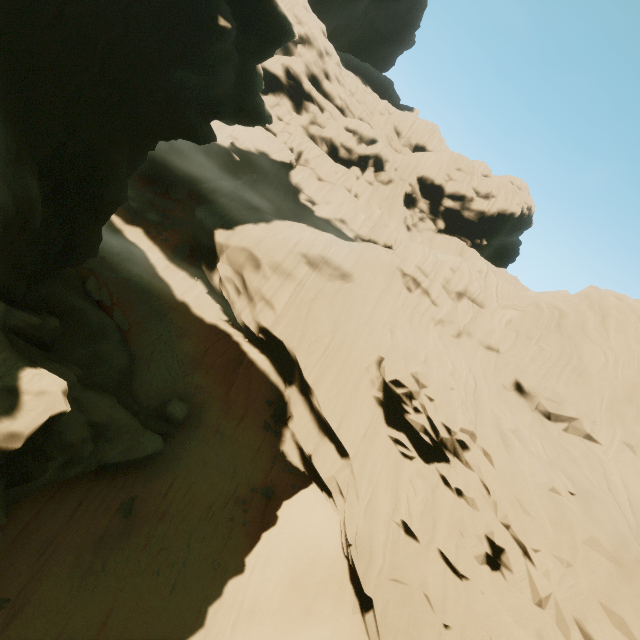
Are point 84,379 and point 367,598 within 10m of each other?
no

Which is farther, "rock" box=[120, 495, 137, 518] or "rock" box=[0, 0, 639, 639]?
"rock" box=[120, 495, 137, 518]

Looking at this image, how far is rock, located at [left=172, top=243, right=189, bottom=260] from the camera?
27.95m

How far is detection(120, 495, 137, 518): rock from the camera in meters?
14.3

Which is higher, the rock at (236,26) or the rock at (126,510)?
the rock at (236,26)

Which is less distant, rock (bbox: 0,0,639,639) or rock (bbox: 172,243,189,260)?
rock (bbox: 0,0,639,639)

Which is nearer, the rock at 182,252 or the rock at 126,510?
the rock at 126,510

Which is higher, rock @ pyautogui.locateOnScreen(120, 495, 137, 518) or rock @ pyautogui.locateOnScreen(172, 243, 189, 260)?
rock @ pyautogui.locateOnScreen(172, 243, 189, 260)
